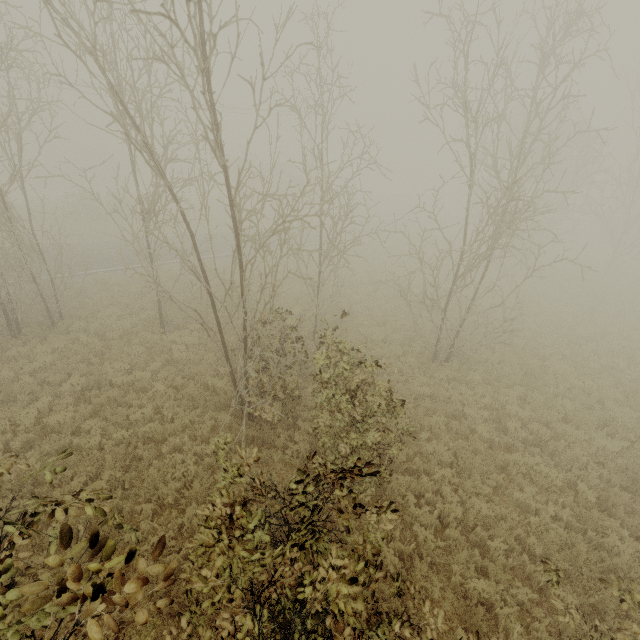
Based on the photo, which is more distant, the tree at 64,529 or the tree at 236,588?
the tree at 236,588

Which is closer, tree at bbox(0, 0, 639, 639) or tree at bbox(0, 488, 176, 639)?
tree at bbox(0, 488, 176, 639)

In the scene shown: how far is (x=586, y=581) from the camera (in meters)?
6.16
